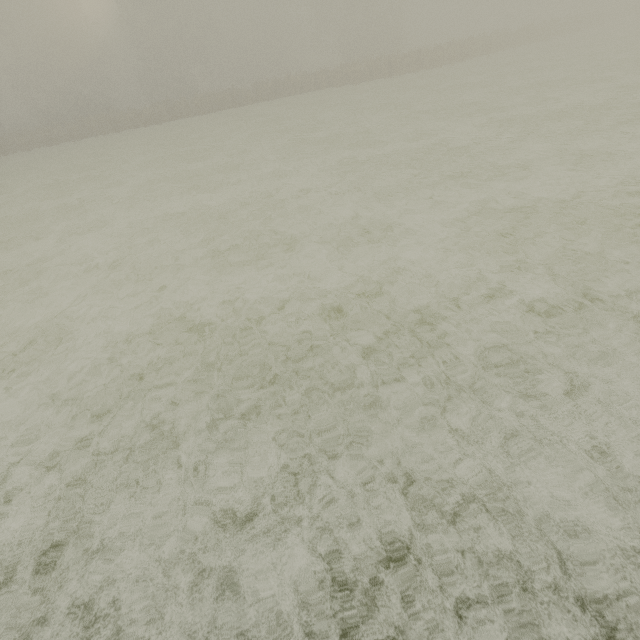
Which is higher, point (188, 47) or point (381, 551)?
point (188, 47)
